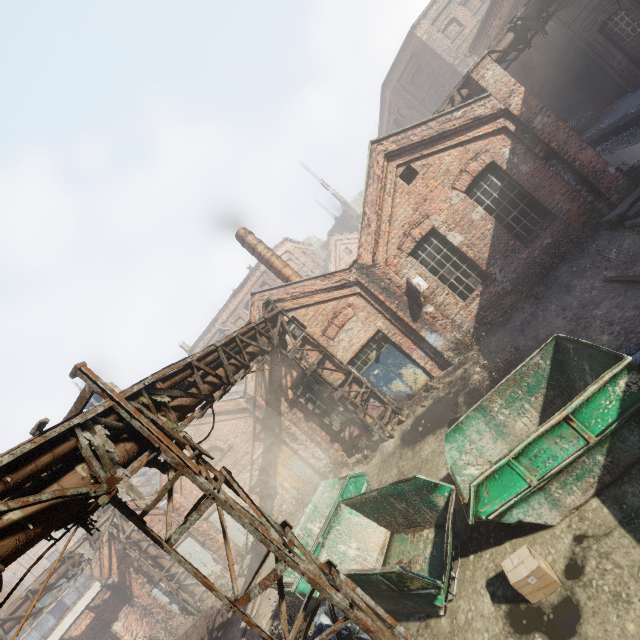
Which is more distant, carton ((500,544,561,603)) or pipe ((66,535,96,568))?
pipe ((66,535,96,568))

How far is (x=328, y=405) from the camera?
13.09m

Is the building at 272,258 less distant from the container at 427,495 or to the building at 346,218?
the container at 427,495

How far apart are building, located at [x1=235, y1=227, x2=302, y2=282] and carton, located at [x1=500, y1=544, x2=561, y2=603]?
11.53m

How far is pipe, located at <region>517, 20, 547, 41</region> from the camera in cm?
1073

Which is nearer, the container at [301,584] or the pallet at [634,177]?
the container at [301,584]

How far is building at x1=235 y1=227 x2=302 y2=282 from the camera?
14.5m

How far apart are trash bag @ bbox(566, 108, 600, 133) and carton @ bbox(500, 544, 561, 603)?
20.0m
